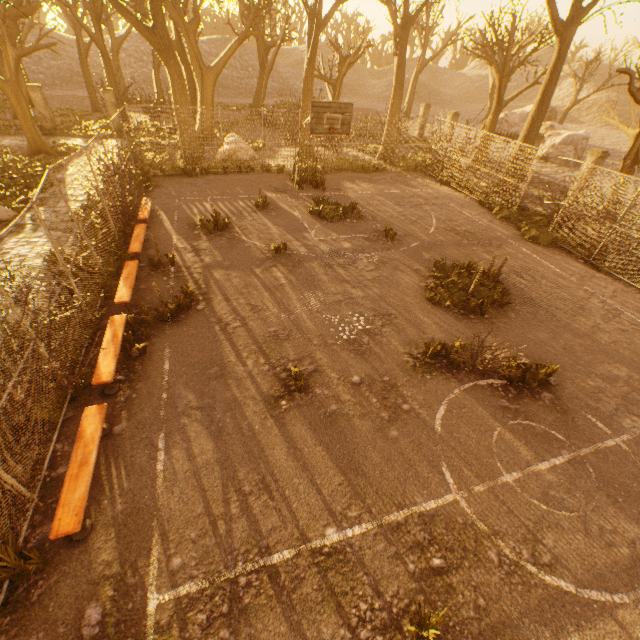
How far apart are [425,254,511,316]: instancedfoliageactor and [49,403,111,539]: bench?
8.50m

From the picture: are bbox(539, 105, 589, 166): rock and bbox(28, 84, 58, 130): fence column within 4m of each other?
no

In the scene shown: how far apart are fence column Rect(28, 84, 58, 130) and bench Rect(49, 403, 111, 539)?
24.9m

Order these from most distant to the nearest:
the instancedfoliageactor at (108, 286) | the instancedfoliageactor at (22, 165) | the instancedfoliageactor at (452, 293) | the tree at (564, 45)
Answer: the tree at (564, 45)
the instancedfoliageactor at (22, 165)
the instancedfoliageactor at (452, 293)
the instancedfoliageactor at (108, 286)

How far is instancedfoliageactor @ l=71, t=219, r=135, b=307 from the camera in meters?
8.4 m

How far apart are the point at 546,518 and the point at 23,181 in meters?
20.0

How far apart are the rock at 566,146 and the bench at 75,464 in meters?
31.9

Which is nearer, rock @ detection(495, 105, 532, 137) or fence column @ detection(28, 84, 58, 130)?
fence column @ detection(28, 84, 58, 130)
